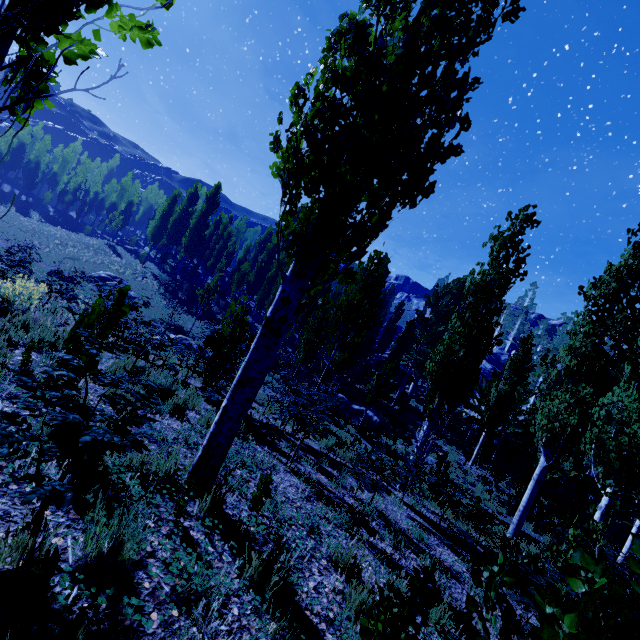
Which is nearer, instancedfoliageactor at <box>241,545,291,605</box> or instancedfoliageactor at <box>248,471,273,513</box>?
instancedfoliageactor at <box>241,545,291,605</box>

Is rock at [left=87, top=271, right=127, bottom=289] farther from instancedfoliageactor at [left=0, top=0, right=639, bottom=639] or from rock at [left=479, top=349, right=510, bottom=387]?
rock at [left=479, top=349, right=510, bottom=387]

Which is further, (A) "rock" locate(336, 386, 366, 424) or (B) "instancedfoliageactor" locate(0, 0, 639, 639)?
(A) "rock" locate(336, 386, 366, 424)

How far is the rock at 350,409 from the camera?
20.5m

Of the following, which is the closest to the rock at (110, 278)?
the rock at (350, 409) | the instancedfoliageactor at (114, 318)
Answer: the instancedfoliageactor at (114, 318)

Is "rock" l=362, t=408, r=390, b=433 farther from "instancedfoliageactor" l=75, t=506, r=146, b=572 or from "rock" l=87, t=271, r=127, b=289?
"rock" l=87, t=271, r=127, b=289

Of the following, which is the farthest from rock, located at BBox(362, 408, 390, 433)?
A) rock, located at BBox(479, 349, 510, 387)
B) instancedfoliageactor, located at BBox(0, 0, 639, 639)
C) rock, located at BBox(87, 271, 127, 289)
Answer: rock, located at BBox(87, 271, 127, 289)

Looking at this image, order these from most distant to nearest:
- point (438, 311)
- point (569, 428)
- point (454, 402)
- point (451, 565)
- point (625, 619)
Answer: point (438, 311), point (569, 428), point (454, 402), point (451, 565), point (625, 619)
